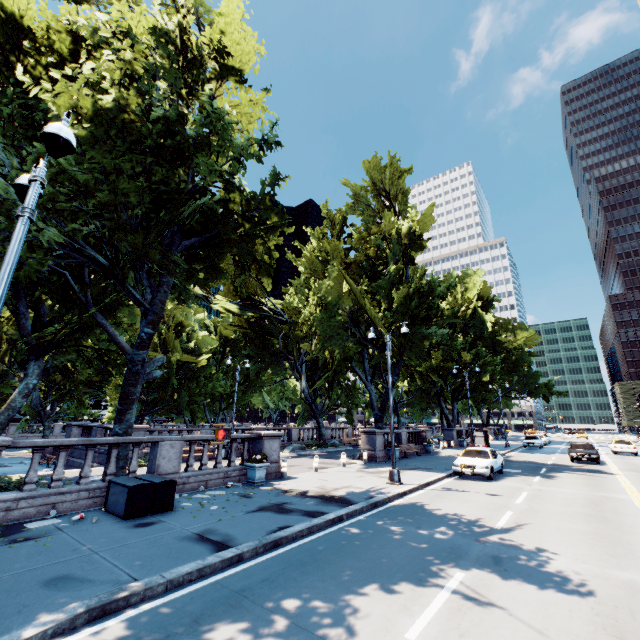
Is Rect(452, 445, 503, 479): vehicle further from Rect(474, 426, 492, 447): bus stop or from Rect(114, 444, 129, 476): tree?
Rect(474, 426, 492, 447): bus stop

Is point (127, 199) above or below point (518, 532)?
above

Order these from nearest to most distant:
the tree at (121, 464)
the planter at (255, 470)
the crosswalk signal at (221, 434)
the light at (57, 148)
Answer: the light at (57, 148)
the crosswalk signal at (221, 434)
the tree at (121, 464)
the planter at (255, 470)

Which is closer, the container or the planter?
the container

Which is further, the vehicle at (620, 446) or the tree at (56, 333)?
the vehicle at (620, 446)

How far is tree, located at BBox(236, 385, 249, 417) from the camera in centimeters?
5928cm

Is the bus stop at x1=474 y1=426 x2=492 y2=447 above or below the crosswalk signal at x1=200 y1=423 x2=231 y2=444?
below
